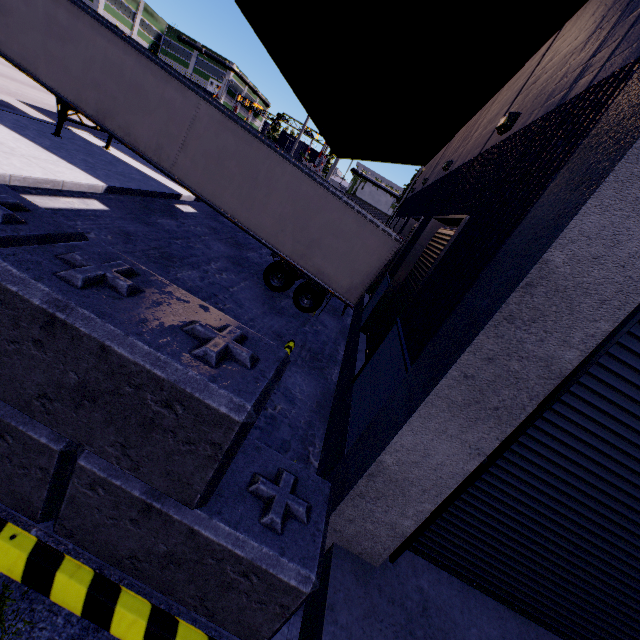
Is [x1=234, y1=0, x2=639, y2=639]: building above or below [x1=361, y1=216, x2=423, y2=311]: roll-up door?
below

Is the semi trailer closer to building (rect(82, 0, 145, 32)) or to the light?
building (rect(82, 0, 145, 32))

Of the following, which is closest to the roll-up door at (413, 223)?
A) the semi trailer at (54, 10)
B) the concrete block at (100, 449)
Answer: the semi trailer at (54, 10)

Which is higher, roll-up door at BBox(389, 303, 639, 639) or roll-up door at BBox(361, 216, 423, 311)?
roll-up door at BBox(361, 216, 423, 311)

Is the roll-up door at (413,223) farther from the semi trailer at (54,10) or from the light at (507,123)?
the light at (507,123)

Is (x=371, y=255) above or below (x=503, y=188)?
below

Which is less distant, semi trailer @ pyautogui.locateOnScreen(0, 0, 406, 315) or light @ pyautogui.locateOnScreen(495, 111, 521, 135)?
light @ pyautogui.locateOnScreen(495, 111, 521, 135)

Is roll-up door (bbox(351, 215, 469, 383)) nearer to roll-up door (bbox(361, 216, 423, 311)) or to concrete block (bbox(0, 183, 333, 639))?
concrete block (bbox(0, 183, 333, 639))
